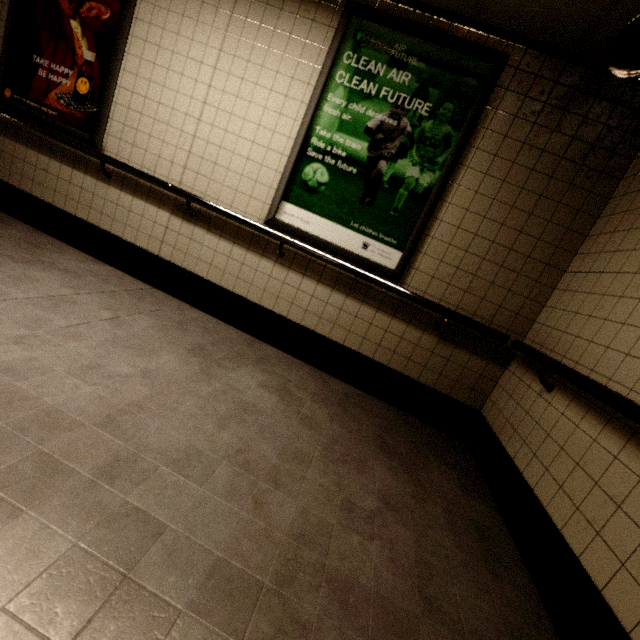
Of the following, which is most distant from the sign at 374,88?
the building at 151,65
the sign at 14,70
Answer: the sign at 14,70

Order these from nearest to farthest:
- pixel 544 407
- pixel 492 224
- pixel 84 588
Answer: pixel 84 588 → pixel 544 407 → pixel 492 224

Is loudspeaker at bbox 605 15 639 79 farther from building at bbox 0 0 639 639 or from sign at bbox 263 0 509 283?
sign at bbox 263 0 509 283

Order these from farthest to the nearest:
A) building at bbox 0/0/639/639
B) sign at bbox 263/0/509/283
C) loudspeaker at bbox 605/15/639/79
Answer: sign at bbox 263/0/509/283 → loudspeaker at bbox 605/15/639/79 → building at bbox 0/0/639/639

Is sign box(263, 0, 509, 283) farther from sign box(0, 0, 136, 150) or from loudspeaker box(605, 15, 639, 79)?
sign box(0, 0, 136, 150)

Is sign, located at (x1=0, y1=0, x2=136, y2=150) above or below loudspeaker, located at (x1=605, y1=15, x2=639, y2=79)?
below

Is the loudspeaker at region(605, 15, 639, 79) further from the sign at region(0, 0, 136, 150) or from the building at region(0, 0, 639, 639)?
the sign at region(0, 0, 136, 150)

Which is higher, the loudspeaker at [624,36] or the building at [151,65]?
the loudspeaker at [624,36]
